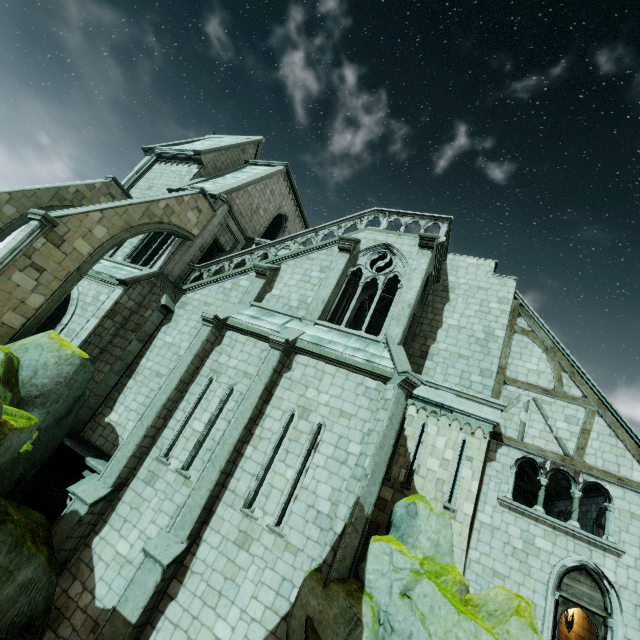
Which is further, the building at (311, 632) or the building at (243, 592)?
the building at (243, 592)

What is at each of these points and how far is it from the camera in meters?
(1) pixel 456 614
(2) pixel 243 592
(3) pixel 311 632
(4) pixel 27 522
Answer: (1) rock, 6.0 m
(2) building, 7.9 m
(3) building, 6.8 m
(4) rock, 7.9 m

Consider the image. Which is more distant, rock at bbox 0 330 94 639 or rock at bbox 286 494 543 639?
rock at bbox 0 330 94 639

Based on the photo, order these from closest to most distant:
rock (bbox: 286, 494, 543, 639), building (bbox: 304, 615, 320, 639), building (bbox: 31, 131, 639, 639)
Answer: rock (bbox: 286, 494, 543, 639) → building (bbox: 304, 615, 320, 639) → building (bbox: 31, 131, 639, 639)

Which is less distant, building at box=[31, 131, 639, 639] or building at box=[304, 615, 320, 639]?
building at box=[304, 615, 320, 639]

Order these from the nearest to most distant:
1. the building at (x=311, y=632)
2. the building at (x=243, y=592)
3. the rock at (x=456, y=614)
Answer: the rock at (x=456, y=614) < the building at (x=311, y=632) < the building at (x=243, y=592)

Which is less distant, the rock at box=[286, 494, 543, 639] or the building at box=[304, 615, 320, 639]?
the rock at box=[286, 494, 543, 639]
